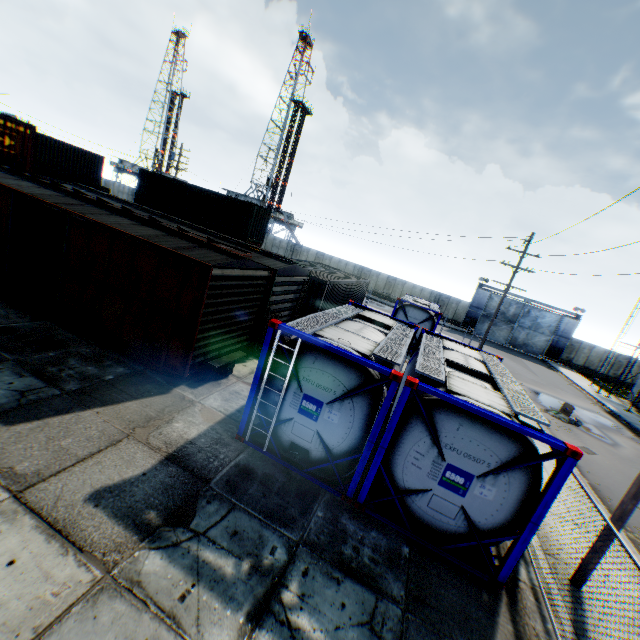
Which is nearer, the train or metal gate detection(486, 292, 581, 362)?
the train

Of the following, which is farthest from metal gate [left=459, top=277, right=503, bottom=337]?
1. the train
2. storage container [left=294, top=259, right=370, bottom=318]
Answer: the train

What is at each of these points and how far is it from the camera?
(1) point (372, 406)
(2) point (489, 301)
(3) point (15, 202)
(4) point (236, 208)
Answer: (1) tank container, 6.5 meters
(2) metal gate, 40.1 meters
(3) train, 10.2 meters
(4) storage container, 25.4 meters

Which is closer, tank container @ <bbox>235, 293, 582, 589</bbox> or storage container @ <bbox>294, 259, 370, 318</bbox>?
tank container @ <bbox>235, 293, 582, 589</bbox>

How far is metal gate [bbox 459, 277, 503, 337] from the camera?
39.9m

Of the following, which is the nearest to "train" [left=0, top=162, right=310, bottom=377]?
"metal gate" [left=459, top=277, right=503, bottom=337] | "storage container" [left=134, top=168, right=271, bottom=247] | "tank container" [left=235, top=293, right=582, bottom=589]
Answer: "tank container" [left=235, top=293, right=582, bottom=589]

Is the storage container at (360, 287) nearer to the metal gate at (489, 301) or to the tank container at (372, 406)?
the tank container at (372, 406)

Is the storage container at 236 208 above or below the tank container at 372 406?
above
